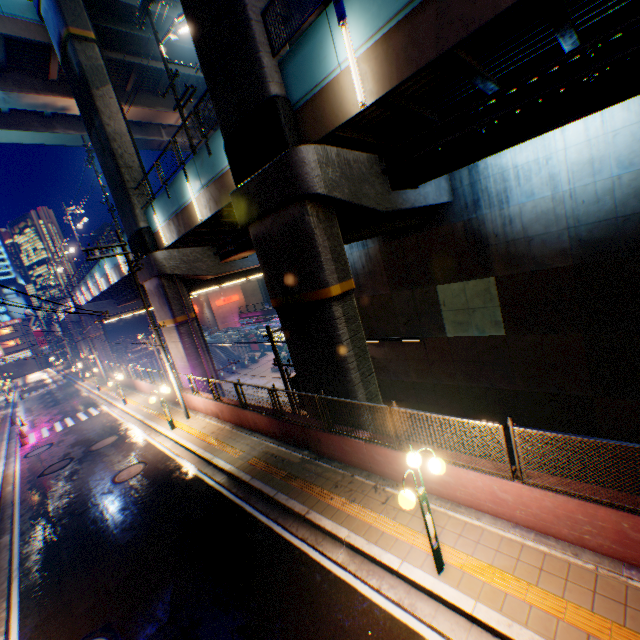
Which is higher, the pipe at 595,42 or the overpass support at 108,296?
the pipe at 595,42

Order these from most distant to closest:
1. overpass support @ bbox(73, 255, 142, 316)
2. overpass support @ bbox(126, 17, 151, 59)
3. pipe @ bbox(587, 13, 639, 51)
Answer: overpass support @ bbox(73, 255, 142, 316) < overpass support @ bbox(126, 17, 151, 59) < pipe @ bbox(587, 13, 639, 51)

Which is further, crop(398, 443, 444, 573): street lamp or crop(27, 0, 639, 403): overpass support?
crop(27, 0, 639, 403): overpass support

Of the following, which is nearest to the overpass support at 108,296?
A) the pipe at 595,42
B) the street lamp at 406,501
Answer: the pipe at 595,42

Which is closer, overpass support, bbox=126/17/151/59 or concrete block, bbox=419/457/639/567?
concrete block, bbox=419/457/639/567

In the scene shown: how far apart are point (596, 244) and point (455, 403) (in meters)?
10.71

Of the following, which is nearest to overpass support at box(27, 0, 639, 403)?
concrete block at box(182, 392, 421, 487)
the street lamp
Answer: concrete block at box(182, 392, 421, 487)

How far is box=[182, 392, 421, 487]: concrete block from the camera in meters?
8.1
